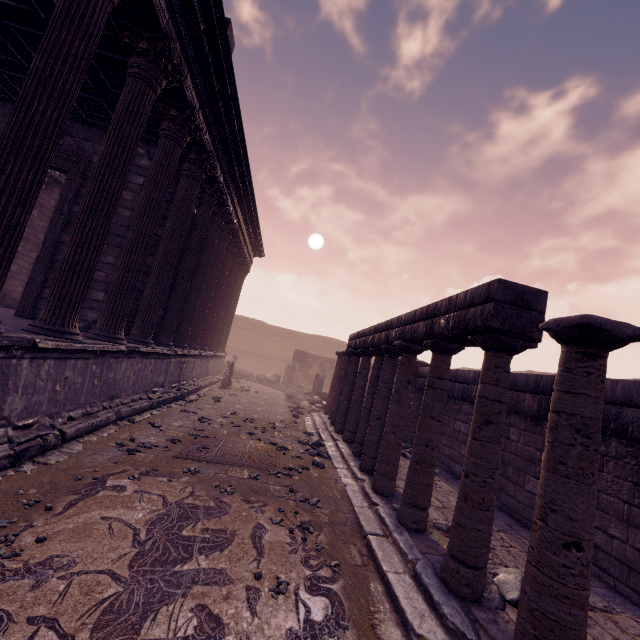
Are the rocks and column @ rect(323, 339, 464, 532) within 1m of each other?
no

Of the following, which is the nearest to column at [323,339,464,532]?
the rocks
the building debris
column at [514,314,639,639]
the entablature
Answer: the entablature

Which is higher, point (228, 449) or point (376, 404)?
point (376, 404)

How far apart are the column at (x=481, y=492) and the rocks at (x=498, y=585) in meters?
0.0 m

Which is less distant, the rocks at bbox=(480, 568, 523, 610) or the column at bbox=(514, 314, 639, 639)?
the column at bbox=(514, 314, 639, 639)

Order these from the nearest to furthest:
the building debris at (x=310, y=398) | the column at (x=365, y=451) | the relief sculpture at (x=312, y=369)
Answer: the column at (x=365, y=451)
the building debris at (x=310, y=398)
the relief sculpture at (x=312, y=369)

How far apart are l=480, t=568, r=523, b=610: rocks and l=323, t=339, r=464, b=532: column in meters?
2.7 m

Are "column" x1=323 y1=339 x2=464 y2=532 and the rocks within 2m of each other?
no
